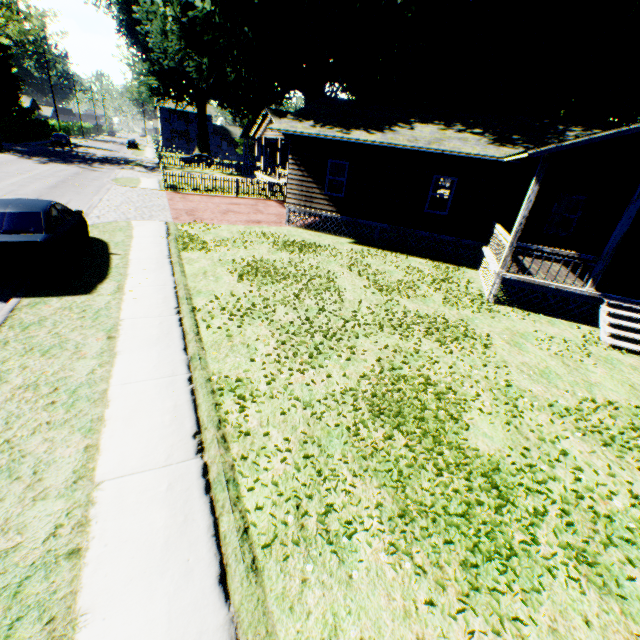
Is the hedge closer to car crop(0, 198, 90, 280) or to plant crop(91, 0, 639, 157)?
plant crop(91, 0, 639, 157)

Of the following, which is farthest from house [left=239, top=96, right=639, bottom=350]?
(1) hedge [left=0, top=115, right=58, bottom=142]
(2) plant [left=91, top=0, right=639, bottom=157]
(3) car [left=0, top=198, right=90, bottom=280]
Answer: (1) hedge [left=0, top=115, right=58, bottom=142]

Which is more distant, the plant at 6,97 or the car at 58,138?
the plant at 6,97

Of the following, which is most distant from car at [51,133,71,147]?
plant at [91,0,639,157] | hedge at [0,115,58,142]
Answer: plant at [91,0,639,157]

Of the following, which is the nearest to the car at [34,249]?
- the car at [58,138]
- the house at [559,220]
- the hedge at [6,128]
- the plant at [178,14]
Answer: the house at [559,220]

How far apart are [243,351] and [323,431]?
2.5m

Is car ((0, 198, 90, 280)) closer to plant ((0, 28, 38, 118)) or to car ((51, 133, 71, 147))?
plant ((0, 28, 38, 118))

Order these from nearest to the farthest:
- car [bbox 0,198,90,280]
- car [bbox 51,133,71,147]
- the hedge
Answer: car [bbox 0,198,90,280]
the hedge
car [bbox 51,133,71,147]
